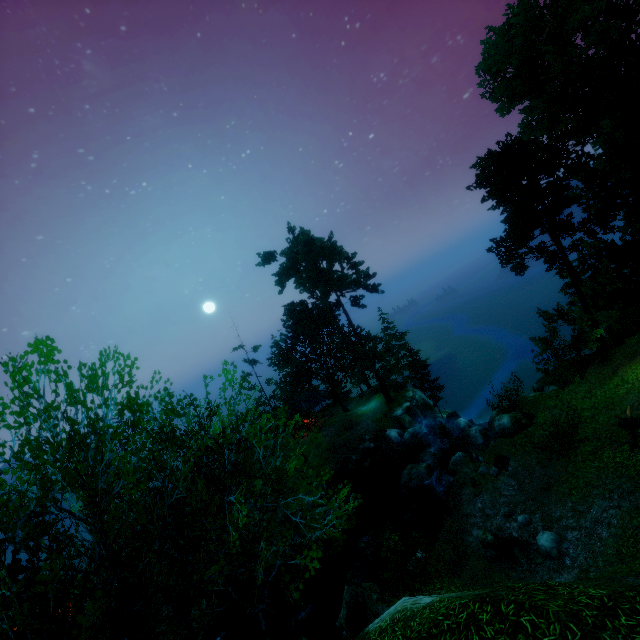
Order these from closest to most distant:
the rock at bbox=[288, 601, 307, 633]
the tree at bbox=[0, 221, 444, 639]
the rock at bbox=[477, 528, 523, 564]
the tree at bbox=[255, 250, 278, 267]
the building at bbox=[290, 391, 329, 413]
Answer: the tree at bbox=[0, 221, 444, 639] < the rock at bbox=[477, 528, 523, 564] < the rock at bbox=[288, 601, 307, 633] < the building at bbox=[290, 391, 329, 413] < the tree at bbox=[255, 250, 278, 267]

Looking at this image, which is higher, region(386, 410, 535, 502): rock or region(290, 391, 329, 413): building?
region(290, 391, 329, 413): building

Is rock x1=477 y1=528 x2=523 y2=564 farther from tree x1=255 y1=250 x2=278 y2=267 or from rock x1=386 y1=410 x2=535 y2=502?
tree x1=255 y1=250 x2=278 y2=267

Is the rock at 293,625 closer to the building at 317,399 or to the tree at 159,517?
the tree at 159,517

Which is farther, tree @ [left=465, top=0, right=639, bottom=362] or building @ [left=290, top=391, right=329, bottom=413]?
building @ [left=290, top=391, right=329, bottom=413]

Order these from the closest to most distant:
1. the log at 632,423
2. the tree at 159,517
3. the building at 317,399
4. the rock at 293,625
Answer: the tree at 159,517, the log at 632,423, the rock at 293,625, the building at 317,399

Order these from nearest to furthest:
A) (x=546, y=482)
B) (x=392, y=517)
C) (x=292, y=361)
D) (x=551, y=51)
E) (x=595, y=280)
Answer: (x=546, y=482)
(x=551, y=51)
(x=392, y=517)
(x=595, y=280)
(x=292, y=361)

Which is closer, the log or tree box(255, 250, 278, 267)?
the log
